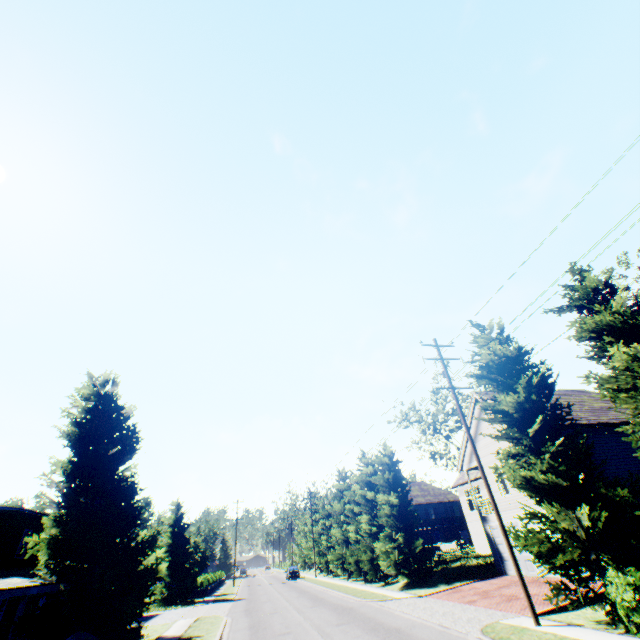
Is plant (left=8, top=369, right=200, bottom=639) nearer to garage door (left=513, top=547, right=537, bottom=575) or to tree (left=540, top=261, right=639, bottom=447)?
tree (left=540, top=261, right=639, bottom=447)

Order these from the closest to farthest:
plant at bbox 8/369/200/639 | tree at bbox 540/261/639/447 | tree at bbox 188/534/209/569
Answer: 1. tree at bbox 540/261/639/447
2. plant at bbox 8/369/200/639
3. tree at bbox 188/534/209/569

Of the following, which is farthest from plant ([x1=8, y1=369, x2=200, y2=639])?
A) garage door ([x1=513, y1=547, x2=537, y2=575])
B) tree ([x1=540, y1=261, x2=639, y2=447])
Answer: garage door ([x1=513, y1=547, x2=537, y2=575])

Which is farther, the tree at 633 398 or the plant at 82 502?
the plant at 82 502

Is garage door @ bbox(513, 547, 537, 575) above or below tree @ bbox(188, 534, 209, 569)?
below

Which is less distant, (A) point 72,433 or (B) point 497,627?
(B) point 497,627

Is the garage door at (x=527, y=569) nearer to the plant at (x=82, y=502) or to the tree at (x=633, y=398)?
the tree at (x=633, y=398)
